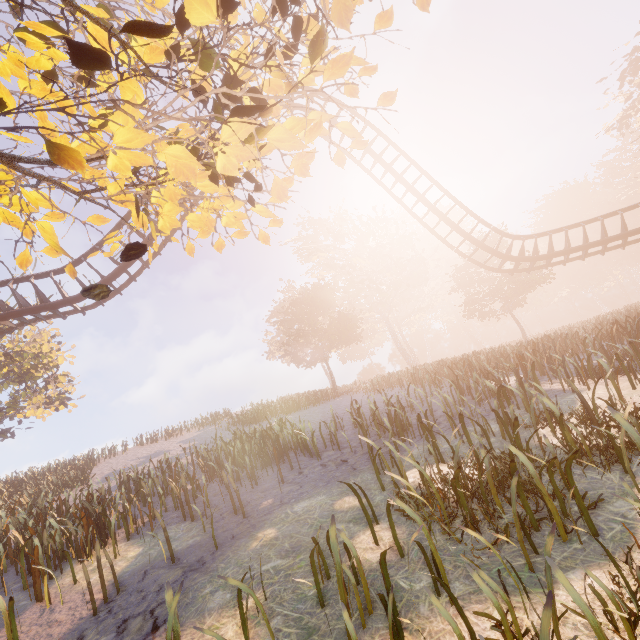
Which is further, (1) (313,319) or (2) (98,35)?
(1) (313,319)

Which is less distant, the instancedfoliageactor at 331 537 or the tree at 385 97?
the instancedfoliageactor at 331 537

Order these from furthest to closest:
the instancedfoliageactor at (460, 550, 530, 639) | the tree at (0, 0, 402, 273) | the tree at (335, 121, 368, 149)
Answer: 1. the tree at (335, 121, 368, 149)
2. the tree at (0, 0, 402, 273)
3. the instancedfoliageactor at (460, 550, 530, 639)

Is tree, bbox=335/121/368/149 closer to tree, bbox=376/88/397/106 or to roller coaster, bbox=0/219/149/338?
tree, bbox=376/88/397/106

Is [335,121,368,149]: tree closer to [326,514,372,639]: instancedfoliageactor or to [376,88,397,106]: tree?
[376,88,397,106]: tree

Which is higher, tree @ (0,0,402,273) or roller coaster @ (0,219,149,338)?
roller coaster @ (0,219,149,338)

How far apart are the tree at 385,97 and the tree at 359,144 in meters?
0.8 m

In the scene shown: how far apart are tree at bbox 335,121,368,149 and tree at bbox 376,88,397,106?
0.8 meters
